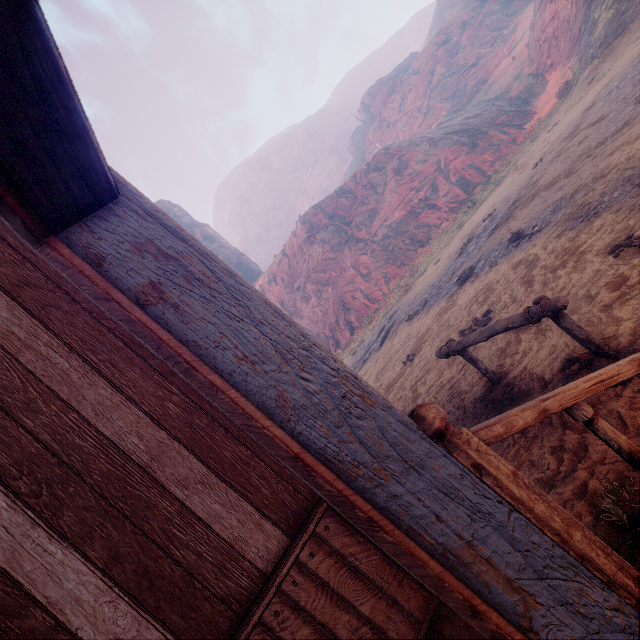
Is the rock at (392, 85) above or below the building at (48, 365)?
above

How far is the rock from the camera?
58.0m

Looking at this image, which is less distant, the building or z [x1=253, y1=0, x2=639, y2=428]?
the building

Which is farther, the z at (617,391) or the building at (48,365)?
the z at (617,391)

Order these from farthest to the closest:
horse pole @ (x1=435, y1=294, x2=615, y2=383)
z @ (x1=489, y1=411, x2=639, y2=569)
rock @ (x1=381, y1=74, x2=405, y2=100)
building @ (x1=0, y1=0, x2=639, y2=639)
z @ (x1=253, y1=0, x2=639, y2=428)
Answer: rock @ (x1=381, y1=74, x2=405, y2=100), z @ (x1=253, y1=0, x2=639, y2=428), horse pole @ (x1=435, y1=294, x2=615, y2=383), z @ (x1=489, y1=411, x2=639, y2=569), building @ (x1=0, y1=0, x2=639, y2=639)

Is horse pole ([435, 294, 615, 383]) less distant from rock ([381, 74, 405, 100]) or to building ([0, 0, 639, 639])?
building ([0, 0, 639, 639])

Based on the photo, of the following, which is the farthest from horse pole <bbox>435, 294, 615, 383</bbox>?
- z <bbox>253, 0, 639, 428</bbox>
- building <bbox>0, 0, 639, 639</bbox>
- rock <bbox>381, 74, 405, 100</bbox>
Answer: rock <bbox>381, 74, 405, 100</bbox>

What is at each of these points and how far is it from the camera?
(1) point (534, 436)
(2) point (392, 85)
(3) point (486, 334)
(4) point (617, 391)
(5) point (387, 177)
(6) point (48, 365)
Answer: (1) z, 3.4 meters
(2) rock, 58.9 meters
(3) horse pole, 3.9 meters
(4) z, 2.9 meters
(5) z, 28.4 meters
(6) building, 1.7 meters
